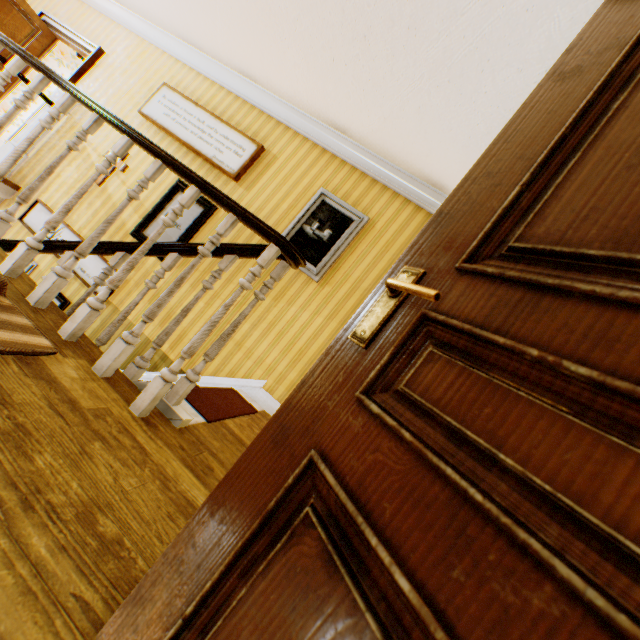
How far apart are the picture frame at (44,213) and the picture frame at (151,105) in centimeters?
185cm

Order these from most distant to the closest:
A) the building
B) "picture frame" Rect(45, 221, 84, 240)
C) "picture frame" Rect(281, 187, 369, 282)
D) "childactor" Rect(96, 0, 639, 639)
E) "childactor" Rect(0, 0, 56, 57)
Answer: "childactor" Rect(0, 0, 56, 57) → "picture frame" Rect(45, 221, 84, 240) → "picture frame" Rect(281, 187, 369, 282) → the building → "childactor" Rect(96, 0, 639, 639)

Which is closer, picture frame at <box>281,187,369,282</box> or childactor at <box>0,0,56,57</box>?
picture frame at <box>281,187,369,282</box>

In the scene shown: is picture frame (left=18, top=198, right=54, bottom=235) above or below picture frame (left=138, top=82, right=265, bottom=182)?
below

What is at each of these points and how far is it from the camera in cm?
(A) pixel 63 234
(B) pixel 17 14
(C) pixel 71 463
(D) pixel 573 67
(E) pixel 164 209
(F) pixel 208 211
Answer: (A) picture frame, 443
(B) childactor, 502
(C) building, 117
(D) childactor, 87
(E) picture frame, 429
(F) picture frame, 416

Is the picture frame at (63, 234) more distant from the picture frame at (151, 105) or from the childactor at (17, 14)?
the childactor at (17, 14)

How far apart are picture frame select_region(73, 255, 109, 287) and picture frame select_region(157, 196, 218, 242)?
0.4m

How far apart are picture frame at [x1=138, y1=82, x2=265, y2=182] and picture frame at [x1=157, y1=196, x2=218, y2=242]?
0.4m
